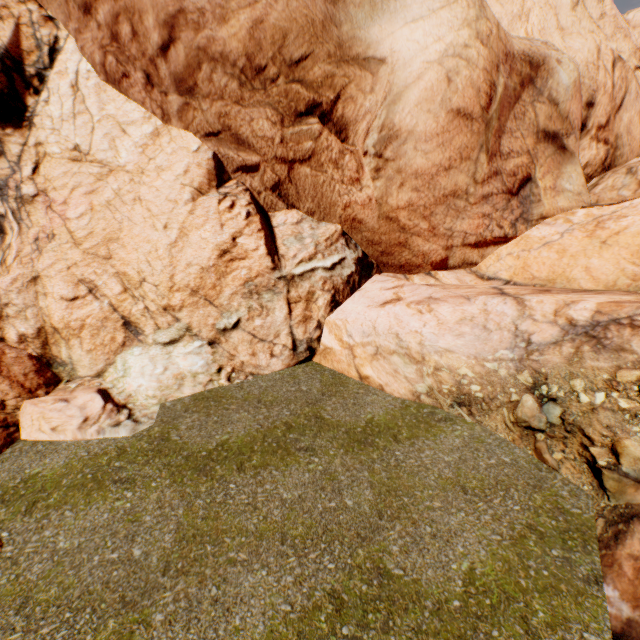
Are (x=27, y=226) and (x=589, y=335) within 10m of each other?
no
